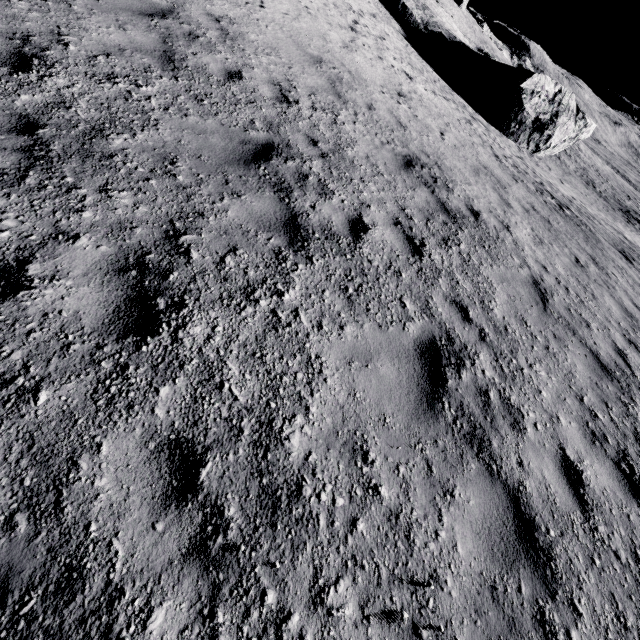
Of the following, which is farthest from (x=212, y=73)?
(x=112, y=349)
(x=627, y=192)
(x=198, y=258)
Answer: (x=627, y=192)
